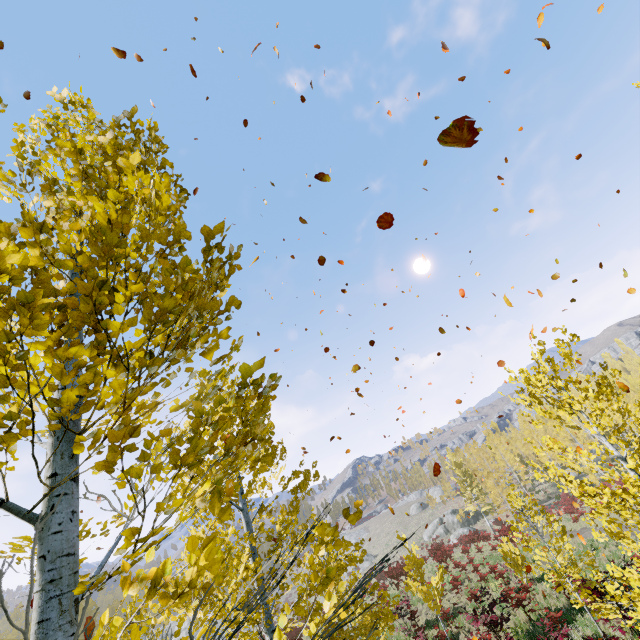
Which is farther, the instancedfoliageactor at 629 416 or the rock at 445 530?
the rock at 445 530

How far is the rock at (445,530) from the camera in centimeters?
4625cm

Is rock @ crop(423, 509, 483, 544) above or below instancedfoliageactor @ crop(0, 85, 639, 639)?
below

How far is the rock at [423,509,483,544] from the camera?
46.2m

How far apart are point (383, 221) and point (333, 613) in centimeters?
422cm

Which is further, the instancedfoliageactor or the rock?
the rock
